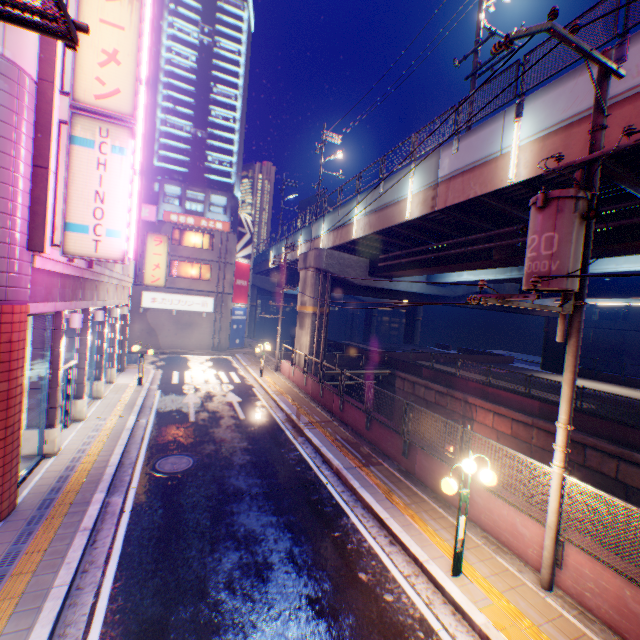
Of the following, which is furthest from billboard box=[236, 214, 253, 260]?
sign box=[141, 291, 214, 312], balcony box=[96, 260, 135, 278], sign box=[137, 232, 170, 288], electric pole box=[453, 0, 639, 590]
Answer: balcony box=[96, 260, 135, 278]

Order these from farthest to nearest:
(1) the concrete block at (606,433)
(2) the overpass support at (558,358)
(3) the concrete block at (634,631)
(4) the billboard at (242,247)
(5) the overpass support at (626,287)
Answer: (4) the billboard at (242,247) → (2) the overpass support at (558,358) → (5) the overpass support at (626,287) → (1) the concrete block at (606,433) → (3) the concrete block at (634,631)

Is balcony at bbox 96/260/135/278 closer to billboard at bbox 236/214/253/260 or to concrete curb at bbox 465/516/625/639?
concrete curb at bbox 465/516/625/639

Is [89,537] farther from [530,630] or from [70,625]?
[530,630]

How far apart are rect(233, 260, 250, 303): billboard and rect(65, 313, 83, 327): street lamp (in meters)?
22.95

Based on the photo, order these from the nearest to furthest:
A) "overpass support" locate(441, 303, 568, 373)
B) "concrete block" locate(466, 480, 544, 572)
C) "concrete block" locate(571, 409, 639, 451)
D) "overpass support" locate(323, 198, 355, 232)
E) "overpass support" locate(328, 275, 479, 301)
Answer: "concrete block" locate(466, 480, 544, 572) < "concrete block" locate(571, 409, 639, 451) < "overpass support" locate(323, 198, 355, 232) < "overpass support" locate(328, 275, 479, 301) < "overpass support" locate(441, 303, 568, 373)

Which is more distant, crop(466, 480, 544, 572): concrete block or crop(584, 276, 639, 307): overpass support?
crop(584, 276, 639, 307): overpass support

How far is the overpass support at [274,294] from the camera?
40.0 meters
